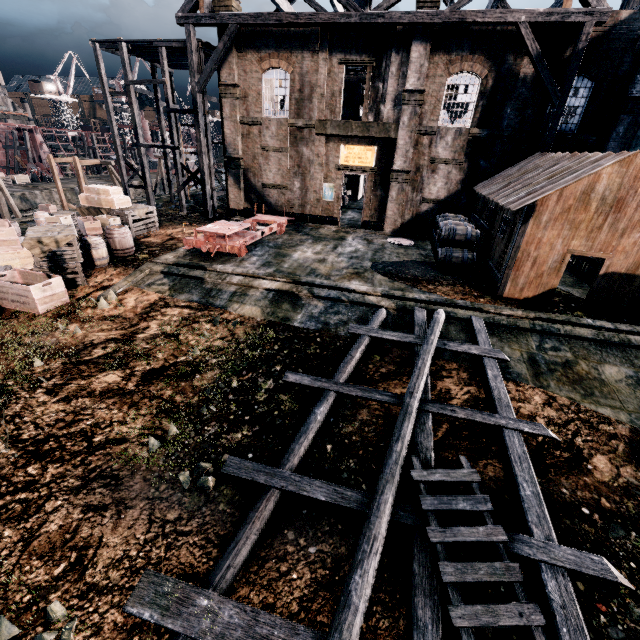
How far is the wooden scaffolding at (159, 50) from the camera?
22.55m

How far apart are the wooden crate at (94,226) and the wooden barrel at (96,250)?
2.02m

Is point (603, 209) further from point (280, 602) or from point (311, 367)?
point (280, 602)

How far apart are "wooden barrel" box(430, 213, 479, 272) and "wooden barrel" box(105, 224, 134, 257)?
15.34m

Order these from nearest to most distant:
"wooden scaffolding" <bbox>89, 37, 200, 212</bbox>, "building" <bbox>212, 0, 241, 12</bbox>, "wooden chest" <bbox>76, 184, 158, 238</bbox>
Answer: →
"wooden chest" <bbox>76, 184, 158, 238</bbox>
"building" <bbox>212, 0, 241, 12</bbox>
"wooden scaffolding" <bbox>89, 37, 200, 212</bbox>

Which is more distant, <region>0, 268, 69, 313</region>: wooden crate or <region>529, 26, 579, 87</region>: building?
<region>529, 26, 579, 87</region>: building

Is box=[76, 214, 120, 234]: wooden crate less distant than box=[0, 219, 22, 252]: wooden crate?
No

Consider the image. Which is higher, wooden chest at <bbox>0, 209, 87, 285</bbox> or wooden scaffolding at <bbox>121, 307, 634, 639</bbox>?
wooden chest at <bbox>0, 209, 87, 285</bbox>
